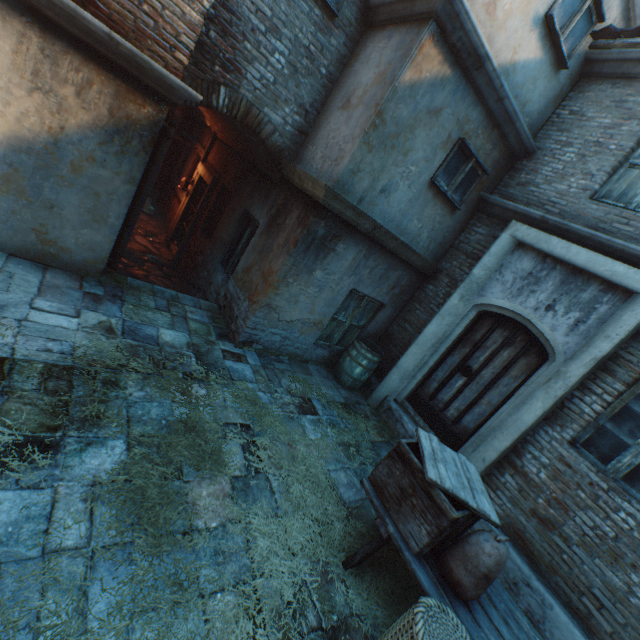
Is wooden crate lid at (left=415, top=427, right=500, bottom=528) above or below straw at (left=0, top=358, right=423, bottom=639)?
above

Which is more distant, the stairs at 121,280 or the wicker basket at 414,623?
the stairs at 121,280

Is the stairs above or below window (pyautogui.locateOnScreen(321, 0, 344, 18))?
below

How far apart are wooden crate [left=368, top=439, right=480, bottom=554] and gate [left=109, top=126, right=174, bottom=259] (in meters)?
4.65

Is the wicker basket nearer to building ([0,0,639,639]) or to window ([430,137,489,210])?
building ([0,0,639,639])

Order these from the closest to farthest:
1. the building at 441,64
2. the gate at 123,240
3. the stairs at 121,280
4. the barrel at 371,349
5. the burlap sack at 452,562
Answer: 1. the burlap sack at 452,562
2. the building at 441,64
3. the gate at 123,240
4. the stairs at 121,280
5. the barrel at 371,349

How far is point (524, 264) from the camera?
5.14m

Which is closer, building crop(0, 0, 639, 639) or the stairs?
building crop(0, 0, 639, 639)
